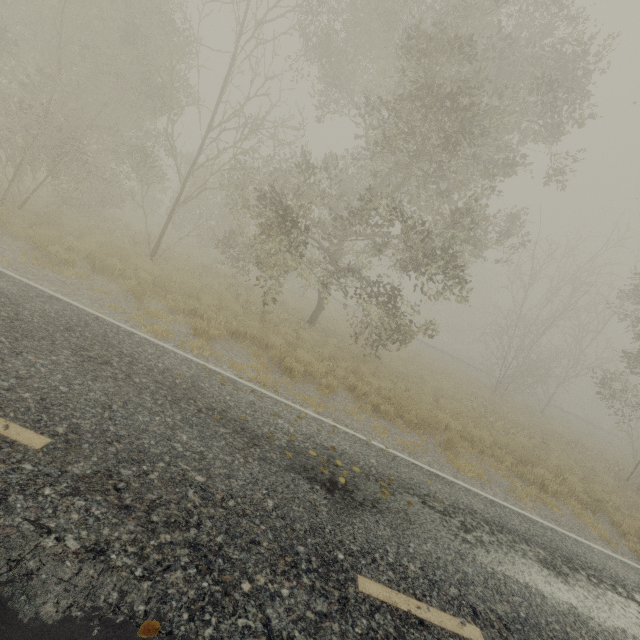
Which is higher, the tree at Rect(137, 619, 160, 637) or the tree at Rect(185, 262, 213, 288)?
the tree at Rect(137, 619, 160, 637)

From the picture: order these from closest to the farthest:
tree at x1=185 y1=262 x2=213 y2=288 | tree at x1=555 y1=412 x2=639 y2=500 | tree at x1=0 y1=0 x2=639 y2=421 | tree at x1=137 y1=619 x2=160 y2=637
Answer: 1. tree at x1=137 y1=619 x2=160 y2=637
2. tree at x1=0 y1=0 x2=639 y2=421
3. tree at x1=185 y1=262 x2=213 y2=288
4. tree at x1=555 y1=412 x2=639 y2=500

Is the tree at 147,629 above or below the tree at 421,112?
below

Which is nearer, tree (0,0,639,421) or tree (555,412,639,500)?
tree (0,0,639,421)

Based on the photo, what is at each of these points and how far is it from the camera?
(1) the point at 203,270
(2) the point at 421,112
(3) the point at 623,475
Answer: (1) tree, 16.6m
(2) tree, 15.0m
(3) tree, 16.8m

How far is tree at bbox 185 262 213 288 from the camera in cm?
1291

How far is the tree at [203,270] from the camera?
12.9m
